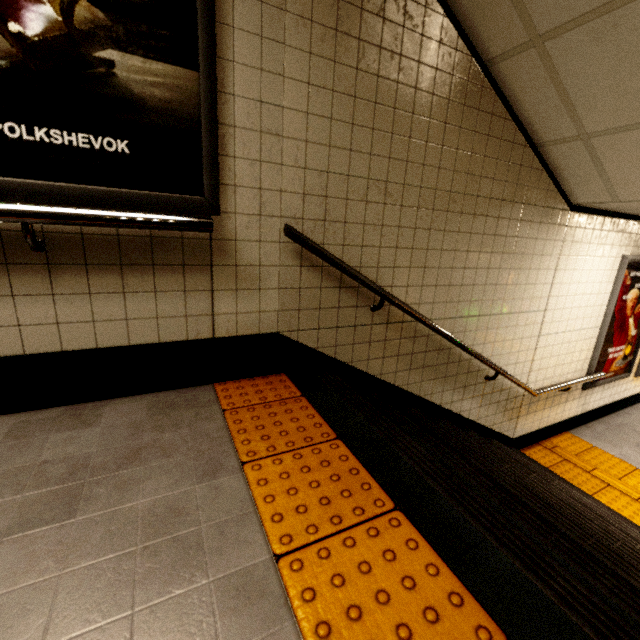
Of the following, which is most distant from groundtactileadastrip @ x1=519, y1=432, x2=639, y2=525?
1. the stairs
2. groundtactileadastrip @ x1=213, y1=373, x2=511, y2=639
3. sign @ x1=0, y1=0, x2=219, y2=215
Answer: sign @ x1=0, y1=0, x2=219, y2=215

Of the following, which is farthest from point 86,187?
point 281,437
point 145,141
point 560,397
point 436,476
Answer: point 560,397

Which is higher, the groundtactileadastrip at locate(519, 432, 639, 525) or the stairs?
the stairs

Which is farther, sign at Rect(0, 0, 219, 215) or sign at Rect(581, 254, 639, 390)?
sign at Rect(581, 254, 639, 390)

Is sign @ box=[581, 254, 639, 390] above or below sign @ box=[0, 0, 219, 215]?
below

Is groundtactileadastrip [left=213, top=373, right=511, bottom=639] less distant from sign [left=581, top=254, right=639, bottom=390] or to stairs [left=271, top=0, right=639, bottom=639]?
stairs [left=271, top=0, right=639, bottom=639]

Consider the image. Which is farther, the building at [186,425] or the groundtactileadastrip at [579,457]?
the groundtactileadastrip at [579,457]

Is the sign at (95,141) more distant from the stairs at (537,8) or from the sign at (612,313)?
the sign at (612,313)
